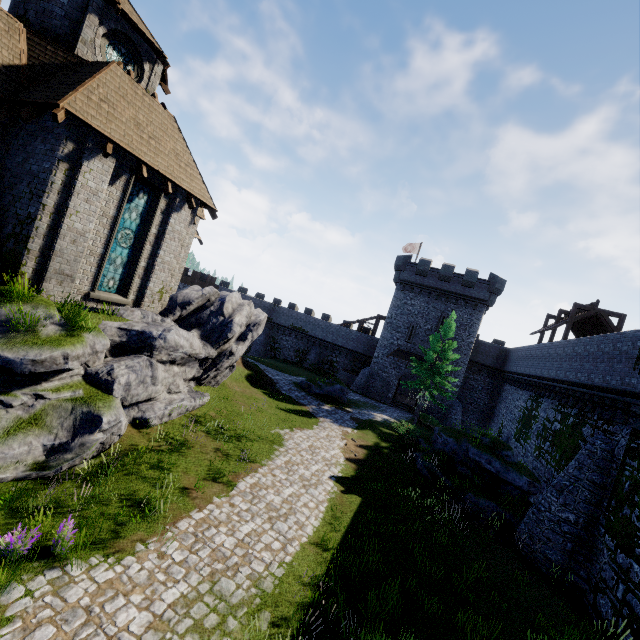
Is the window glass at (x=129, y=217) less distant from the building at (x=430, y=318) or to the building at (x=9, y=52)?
the building at (x=9, y=52)

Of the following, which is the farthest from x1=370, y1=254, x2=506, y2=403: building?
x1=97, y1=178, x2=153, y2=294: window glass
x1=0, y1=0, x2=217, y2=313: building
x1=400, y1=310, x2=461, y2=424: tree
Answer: x1=97, y1=178, x2=153, y2=294: window glass

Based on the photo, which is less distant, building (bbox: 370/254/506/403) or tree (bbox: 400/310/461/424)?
tree (bbox: 400/310/461/424)

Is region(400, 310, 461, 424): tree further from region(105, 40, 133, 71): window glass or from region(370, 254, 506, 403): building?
region(105, 40, 133, 71): window glass

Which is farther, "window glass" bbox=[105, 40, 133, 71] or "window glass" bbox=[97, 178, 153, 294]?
"window glass" bbox=[105, 40, 133, 71]

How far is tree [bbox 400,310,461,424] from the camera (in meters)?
27.09

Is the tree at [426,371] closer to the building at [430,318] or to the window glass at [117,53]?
the building at [430,318]

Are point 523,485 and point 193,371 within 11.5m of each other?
no
